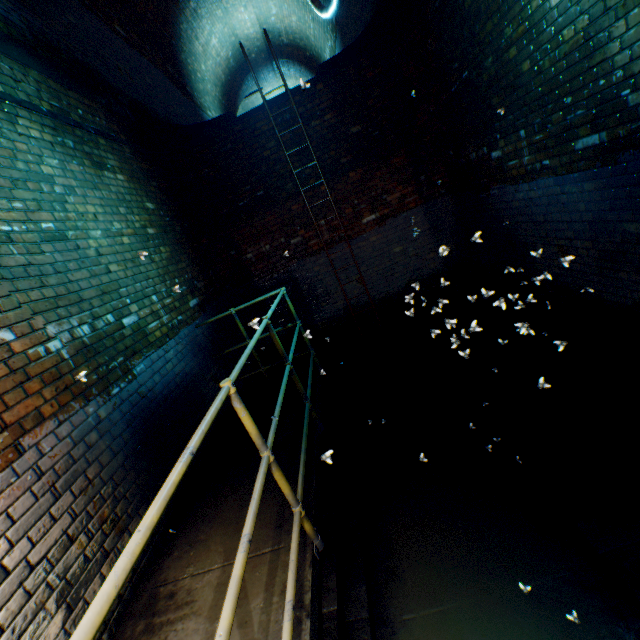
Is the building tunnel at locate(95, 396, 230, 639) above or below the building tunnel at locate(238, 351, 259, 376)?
above

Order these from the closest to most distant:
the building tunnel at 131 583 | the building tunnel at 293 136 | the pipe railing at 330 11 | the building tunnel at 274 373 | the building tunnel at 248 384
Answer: the pipe railing at 330 11 < the building tunnel at 131 583 < the building tunnel at 248 384 < the building tunnel at 293 136 < the building tunnel at 274 373

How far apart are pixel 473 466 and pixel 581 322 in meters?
2.0

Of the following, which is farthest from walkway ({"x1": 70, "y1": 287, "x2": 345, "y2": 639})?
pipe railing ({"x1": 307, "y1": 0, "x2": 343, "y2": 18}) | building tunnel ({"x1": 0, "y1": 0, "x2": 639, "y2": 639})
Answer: pipe railing ({"x1": 307, "y1": 0, "x2": 343, "y2": 18})

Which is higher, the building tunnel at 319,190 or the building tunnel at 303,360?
the building tunnel at 319,190

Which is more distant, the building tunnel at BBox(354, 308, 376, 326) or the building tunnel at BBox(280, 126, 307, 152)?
the building tunnel at BBox(354, 308, 376, 326)

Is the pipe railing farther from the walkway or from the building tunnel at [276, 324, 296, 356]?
the walkway
